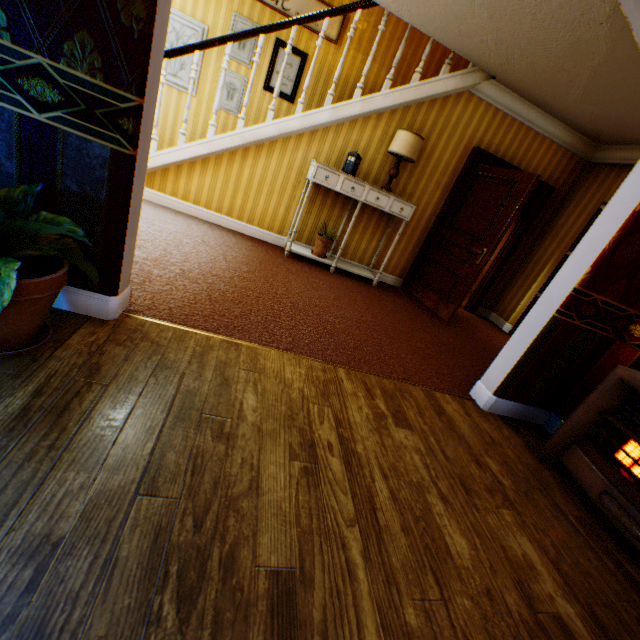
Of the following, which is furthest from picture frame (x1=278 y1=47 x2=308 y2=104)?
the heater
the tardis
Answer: the heater

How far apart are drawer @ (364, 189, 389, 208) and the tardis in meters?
0.2 m

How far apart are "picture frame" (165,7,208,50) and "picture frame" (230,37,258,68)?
0.29m

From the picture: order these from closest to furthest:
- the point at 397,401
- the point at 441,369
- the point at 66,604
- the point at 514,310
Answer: the point at 66,604 < the point at 397,401 < the point at 441,369 < the point at 514,310

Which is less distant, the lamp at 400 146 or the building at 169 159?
the building at 169 159

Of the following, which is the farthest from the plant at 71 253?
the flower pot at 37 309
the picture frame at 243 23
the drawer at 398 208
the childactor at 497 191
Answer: the picture frame at 243 23

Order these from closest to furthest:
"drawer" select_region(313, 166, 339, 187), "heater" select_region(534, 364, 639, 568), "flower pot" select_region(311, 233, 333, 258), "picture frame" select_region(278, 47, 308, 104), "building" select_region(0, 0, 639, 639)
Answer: "building" select_region(0, 0, 639, 639), "heater" select_region(534, 364, 639, 568), "drawer" select_region(313, 166, 339, 187), "flower pot" select_region(311, 233, 333, 258), "picture frame" select_region(278, 47, 308, 104)

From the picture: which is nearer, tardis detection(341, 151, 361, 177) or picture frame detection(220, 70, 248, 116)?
tardis detection(341, 151, 361, 177)
